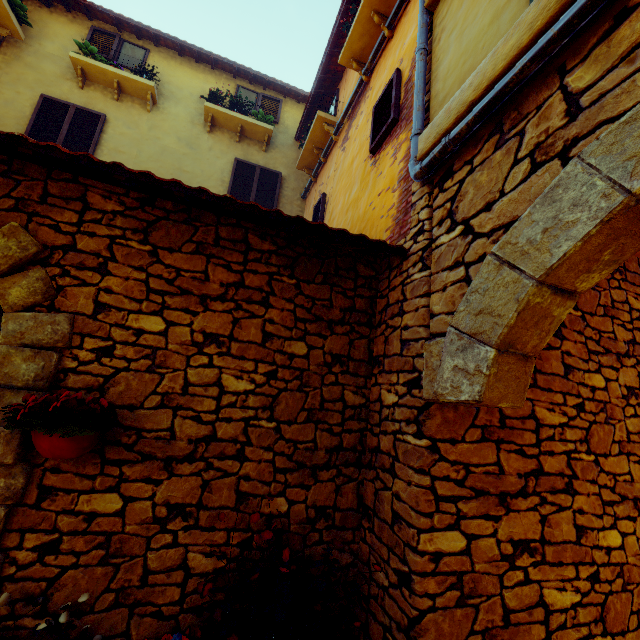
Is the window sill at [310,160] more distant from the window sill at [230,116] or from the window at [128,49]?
the window at [128,49]

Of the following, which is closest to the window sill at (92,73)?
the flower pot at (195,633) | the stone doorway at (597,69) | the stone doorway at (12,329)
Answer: the stone doorway at (12,329)

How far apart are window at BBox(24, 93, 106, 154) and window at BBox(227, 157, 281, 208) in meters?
2.6

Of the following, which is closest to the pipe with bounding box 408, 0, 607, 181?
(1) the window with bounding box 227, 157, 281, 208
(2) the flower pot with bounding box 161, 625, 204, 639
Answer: (1) the window with bounding box 227, 157, 281, 208

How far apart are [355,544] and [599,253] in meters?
2.6

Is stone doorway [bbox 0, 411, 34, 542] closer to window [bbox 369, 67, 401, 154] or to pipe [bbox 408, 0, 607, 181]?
pipe [bbox 408, 0, 607, 181]

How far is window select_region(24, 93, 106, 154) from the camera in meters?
6.1

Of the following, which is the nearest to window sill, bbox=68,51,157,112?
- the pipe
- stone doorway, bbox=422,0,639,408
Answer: the pipe
